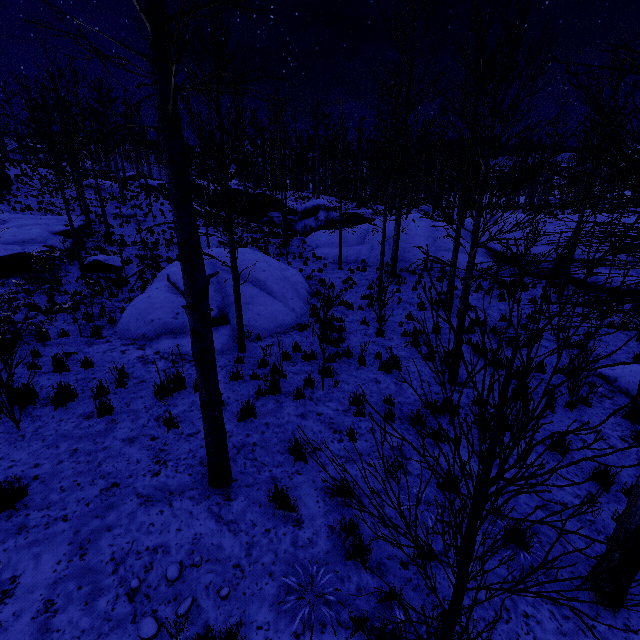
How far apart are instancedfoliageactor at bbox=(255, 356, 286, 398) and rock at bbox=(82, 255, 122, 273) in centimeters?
1120cm

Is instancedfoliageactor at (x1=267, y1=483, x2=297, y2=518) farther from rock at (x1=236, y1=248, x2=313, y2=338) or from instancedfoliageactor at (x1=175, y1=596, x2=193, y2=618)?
rock at (x1=236, y1=248, x2=313, y2=338)

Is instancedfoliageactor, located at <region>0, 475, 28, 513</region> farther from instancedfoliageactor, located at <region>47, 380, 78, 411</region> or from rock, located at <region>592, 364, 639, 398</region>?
rock, located at <region>592, 364, 639, 398</region>

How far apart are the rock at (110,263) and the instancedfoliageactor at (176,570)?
16.1 meters

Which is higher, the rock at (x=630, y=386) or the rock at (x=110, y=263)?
the rock at (x=110, y=263)

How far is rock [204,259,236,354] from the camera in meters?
9.3 m

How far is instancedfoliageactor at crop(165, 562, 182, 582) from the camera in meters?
3.5

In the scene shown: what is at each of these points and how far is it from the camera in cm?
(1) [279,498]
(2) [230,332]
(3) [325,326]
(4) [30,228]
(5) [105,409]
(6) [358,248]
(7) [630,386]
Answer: (1) instancedfoliageactor, 452
(2) rock, 981
(3) instancedfoliageactor, 1094
(4) rock, 1717
(5) instancedfoliageactor, 582
(6) rock, 1983
(7) rock, 797
